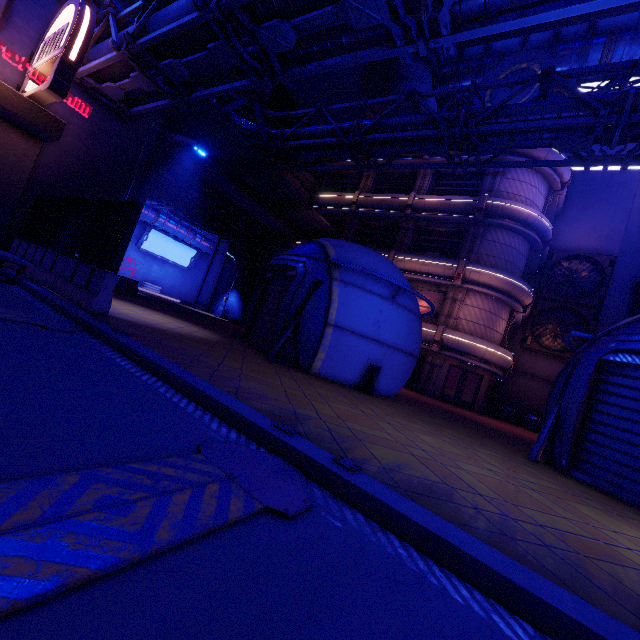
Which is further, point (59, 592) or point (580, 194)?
point (580, 194)

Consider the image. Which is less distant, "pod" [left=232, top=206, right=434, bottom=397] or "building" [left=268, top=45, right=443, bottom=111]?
"pod" [left=232, top=206, right=434, bottom=397]

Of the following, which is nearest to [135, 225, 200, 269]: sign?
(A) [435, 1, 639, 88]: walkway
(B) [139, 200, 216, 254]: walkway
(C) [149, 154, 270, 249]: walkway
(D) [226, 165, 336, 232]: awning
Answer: (B) [139, 200, 216, 254]: walkway

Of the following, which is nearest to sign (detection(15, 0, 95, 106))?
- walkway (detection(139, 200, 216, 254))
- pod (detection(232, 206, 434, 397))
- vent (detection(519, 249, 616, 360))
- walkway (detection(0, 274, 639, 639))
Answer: walkway (detection(0, 274, 639, 639))

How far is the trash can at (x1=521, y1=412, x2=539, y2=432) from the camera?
23.7 meters

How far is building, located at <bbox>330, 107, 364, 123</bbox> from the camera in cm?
3168

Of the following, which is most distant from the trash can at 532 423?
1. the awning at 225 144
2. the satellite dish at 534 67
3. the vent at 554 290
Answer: the awning at 225 144

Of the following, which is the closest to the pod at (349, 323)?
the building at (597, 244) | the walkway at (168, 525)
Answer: the walkway at (168, 525)
